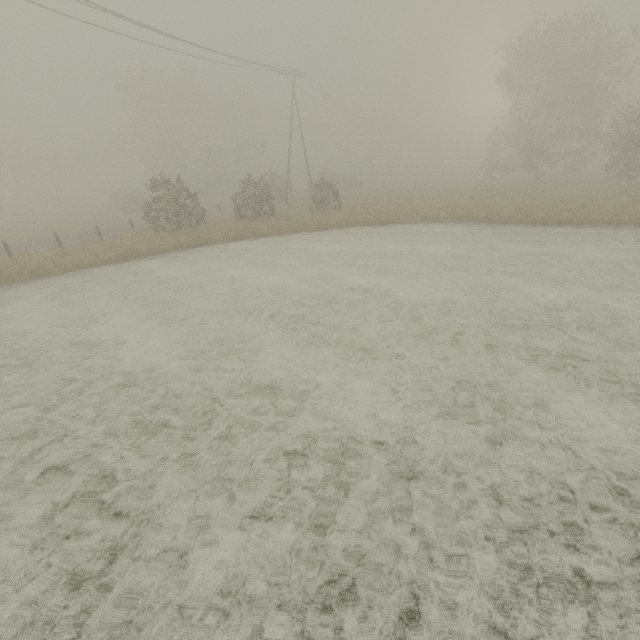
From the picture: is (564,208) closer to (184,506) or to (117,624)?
(184,506)

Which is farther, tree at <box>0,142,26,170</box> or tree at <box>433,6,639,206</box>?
tree at <box>0,142,26,170</box>

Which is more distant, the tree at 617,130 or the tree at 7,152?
the tree at 7,152
